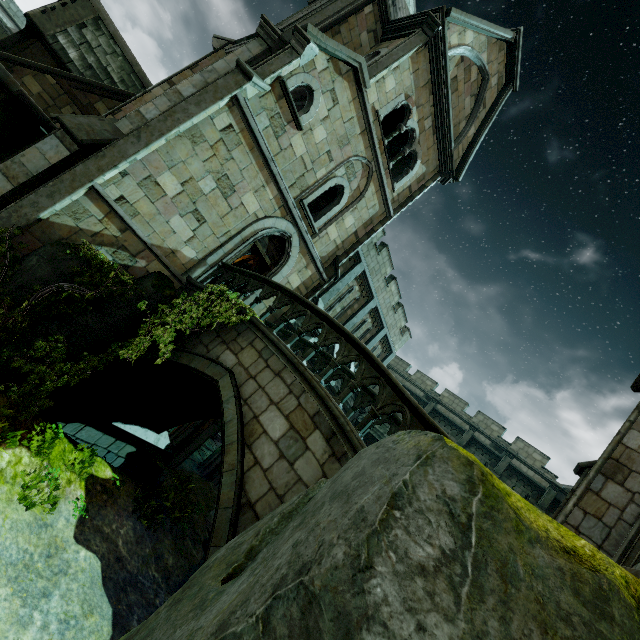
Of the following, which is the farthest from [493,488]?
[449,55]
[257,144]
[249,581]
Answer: [449,55]

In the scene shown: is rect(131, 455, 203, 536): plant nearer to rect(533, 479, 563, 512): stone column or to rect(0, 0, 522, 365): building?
rect(0, 0, 522, 365): building

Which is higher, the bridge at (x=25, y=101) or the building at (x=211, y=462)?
the bridge at (x=25, y=101)

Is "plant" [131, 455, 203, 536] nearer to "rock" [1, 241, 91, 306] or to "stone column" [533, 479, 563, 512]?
"rock" [1, 241, 91, 306]

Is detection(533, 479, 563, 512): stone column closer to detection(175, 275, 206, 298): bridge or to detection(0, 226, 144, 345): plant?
detection(175, 275, 206, 298): bridge

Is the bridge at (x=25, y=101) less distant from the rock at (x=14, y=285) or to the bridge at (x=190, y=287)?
the rock at (x=14, y=285)

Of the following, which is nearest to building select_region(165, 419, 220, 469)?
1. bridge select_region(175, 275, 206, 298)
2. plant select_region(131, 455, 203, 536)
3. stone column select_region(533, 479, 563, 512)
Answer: bridge select_region(175, 275, 206, 298)

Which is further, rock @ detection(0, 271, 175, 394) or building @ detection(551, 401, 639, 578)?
rock @ detection(0, 271, 175, 394)
